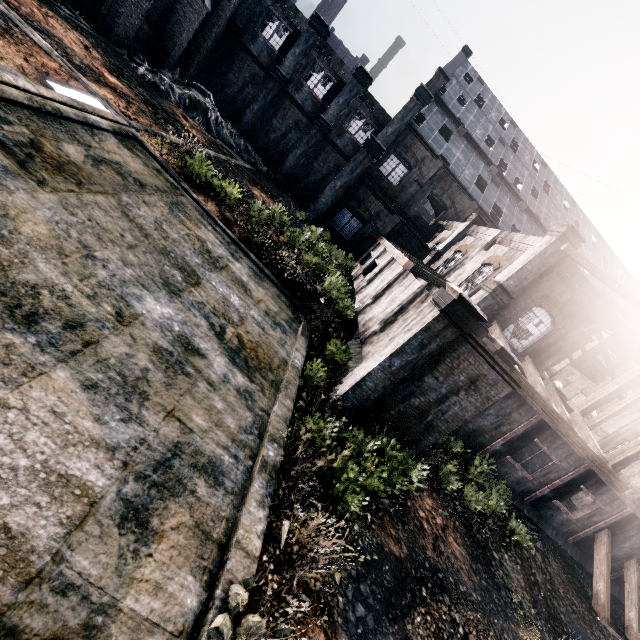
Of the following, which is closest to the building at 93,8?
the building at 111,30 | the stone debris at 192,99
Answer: the stone debris at 192,99

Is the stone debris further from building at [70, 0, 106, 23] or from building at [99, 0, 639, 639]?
building at [99, 0, 639, 639]

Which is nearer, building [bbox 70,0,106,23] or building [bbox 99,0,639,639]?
building [bbox 99,0,639,639]

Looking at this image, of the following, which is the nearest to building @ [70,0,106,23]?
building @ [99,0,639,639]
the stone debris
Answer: the stone debris

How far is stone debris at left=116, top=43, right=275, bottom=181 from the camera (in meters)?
25.89

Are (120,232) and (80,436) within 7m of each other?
yes
